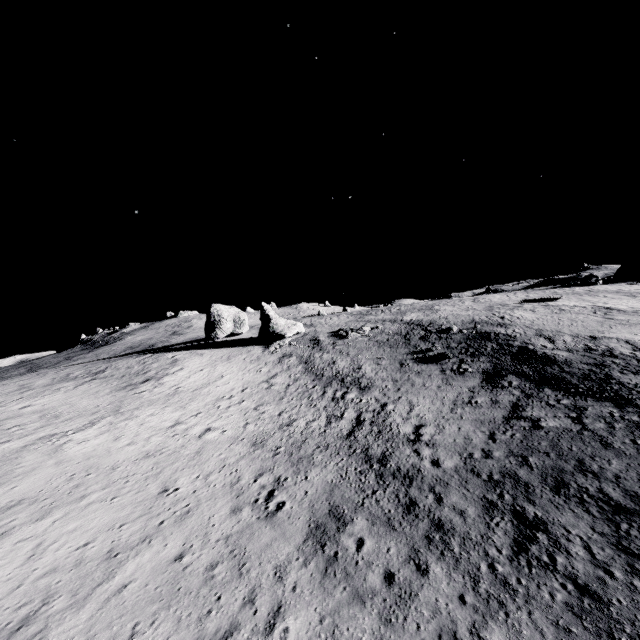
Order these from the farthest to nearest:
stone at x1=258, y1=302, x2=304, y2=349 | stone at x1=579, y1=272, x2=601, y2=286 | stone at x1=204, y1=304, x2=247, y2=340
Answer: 1. stone at x1=204, y1=304, x2=247, y2=340
2. stone at x1=579, y1=272, x2=601, y2=286
3. stone at x1=258, y1=302, x2=304, y2=349

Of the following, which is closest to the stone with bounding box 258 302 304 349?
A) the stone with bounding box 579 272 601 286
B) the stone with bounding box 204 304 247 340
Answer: the stone with bounding box 204 304 247 340

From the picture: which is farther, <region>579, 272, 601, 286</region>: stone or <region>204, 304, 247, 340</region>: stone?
<region>204, 304, 247, 340</region>: stone

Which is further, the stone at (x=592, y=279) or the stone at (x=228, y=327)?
the stone at (x=228, y=327)

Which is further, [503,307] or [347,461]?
→ [503,307]

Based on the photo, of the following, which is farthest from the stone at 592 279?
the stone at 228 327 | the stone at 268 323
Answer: the stone at 228 327
